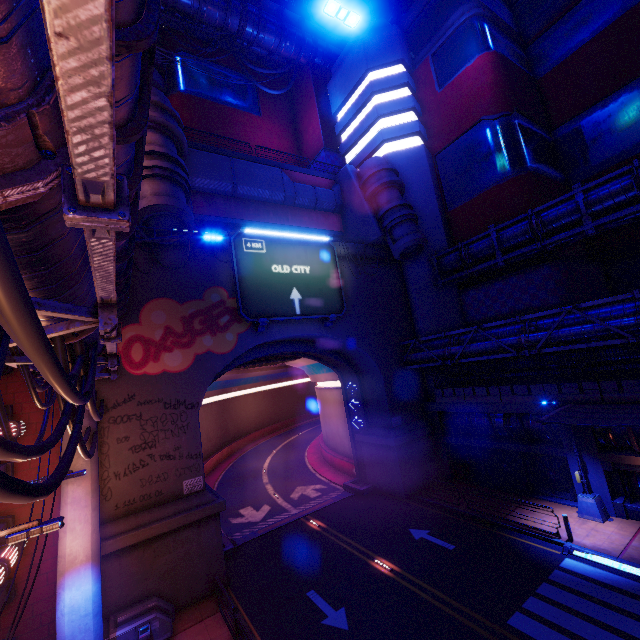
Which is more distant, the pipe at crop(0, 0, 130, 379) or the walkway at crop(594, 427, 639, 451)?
the walkway at crop(594, 427, 639, 451)

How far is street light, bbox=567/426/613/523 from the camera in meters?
15.8 m

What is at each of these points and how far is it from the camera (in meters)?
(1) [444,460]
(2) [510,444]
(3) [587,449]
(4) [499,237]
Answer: (1) column, 24.14
(2) beam, 20.00
(3) column, 16.72
(4) pipe, 22.14

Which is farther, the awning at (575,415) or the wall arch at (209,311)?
the wall arch at (209,311)

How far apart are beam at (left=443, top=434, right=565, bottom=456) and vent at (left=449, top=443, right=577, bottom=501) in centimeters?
38cm

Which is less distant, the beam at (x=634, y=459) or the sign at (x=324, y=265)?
Answer: the beam at (x=634, y=459)

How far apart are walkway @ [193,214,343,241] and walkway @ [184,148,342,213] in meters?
1.5

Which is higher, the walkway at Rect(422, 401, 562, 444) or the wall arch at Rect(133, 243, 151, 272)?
the wall arch at Rect(133, 243, 151, 272)
